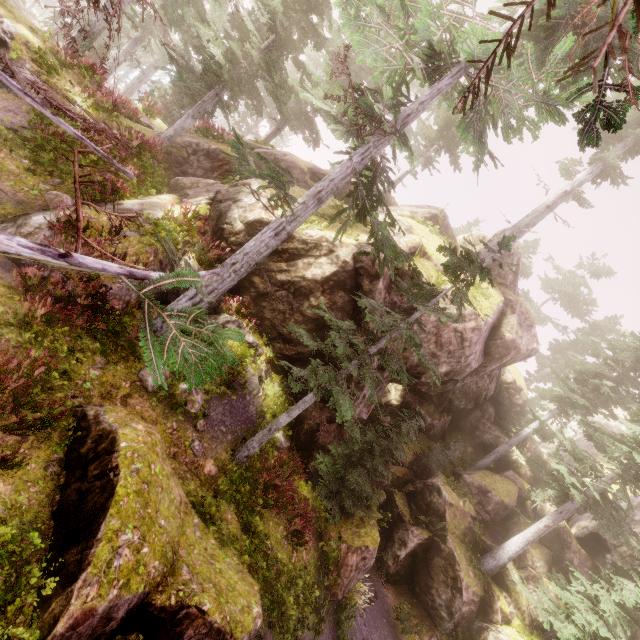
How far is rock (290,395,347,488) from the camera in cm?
1166

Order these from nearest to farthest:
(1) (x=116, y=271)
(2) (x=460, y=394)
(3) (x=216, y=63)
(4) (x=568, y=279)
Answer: (1) (x=116, y=271)
(3) (x=216, y=63)
(2) (x=460, y=394)
(4) (x=568, y=279)

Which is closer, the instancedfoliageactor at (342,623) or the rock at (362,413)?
the instancedfoliageactor at (342,623)

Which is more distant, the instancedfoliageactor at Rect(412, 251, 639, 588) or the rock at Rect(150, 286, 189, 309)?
the instancedfoliageactor at Rect(412, 251, 639, 588)

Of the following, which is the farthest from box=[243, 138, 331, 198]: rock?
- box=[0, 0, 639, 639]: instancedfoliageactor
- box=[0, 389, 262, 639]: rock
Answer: box=[0, 389, 262, 639]: rock

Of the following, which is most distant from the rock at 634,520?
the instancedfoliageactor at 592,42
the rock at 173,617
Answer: the rock at 173,617
